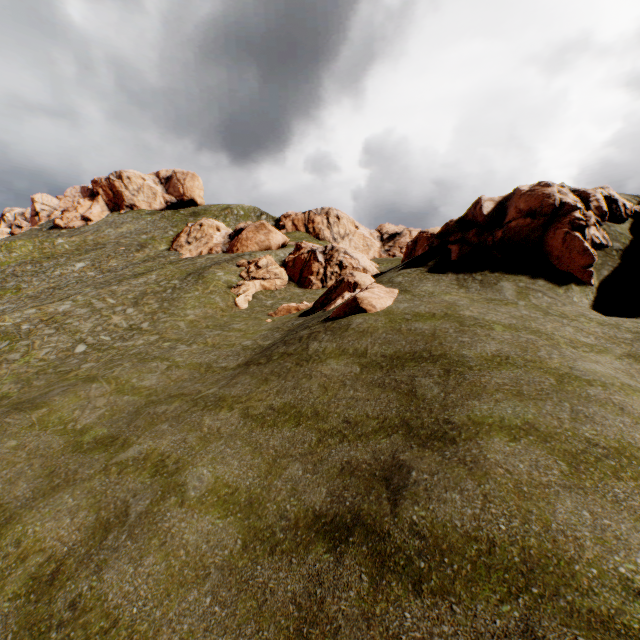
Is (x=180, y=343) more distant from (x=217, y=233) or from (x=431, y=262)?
(x=217, y=233)

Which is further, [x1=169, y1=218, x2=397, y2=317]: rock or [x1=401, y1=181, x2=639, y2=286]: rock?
[x1=169, y1=218, x2=397, y2=317]: rock

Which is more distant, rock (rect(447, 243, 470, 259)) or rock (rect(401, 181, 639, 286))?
rock (rect(447, 243, 470, 259))

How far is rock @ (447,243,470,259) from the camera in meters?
20.0 m

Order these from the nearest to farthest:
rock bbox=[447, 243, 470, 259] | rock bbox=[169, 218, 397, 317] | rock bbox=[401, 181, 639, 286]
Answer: rock bbox=[401, 181, 639, 286], rock bbox=[169, 218, 397, 317], rock bbox=[447, 243, 470, 259]

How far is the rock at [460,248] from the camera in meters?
20.0 m

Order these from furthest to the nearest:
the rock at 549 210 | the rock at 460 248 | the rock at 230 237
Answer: the rock at 460 248, the rock at 230 237, the rock at 549 210
